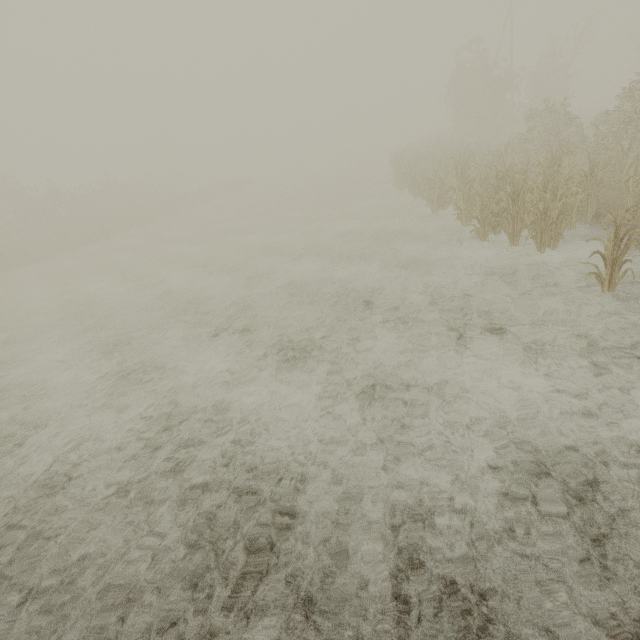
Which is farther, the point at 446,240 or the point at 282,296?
the point at 446,240
